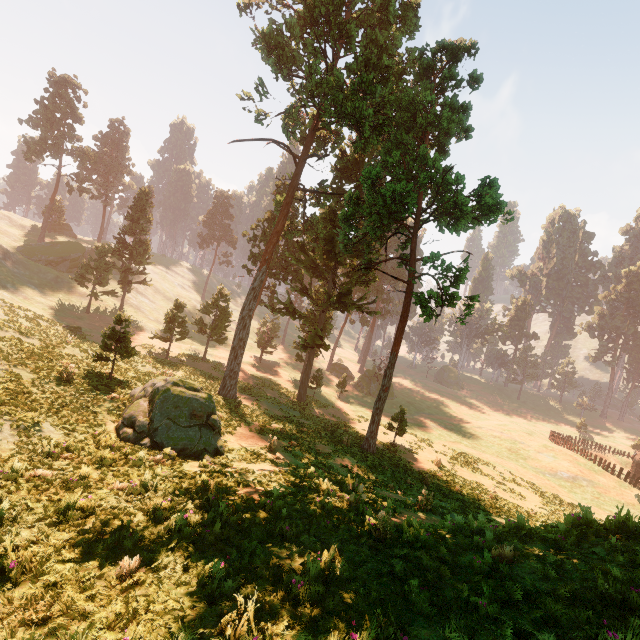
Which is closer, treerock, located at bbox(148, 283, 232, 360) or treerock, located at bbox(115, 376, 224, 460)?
treerock, located at bbox(115, 376, 224, 460)

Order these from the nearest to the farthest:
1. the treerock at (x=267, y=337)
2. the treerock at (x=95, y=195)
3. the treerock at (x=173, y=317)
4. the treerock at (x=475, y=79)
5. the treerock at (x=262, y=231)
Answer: Answer: the treerock at (x=262, y=231) → the treerock at (x=475, y=79) → the treerock at (x=173, y=317) → the treerock at (x=95, y=195) → the treerock at (x=267, y=337)

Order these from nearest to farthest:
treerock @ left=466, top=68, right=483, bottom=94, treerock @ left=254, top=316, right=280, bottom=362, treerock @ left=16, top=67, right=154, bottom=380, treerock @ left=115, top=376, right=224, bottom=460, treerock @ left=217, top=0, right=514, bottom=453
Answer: treerock @ left=115, top=376, right=224, bottom=460 < treerock @ left=217, top=0, right=514, bottom=453 < treerock @ left=466, top=68, right=483, bottom=94 < treerock @ left=16, top=67, right=154, bottom=380 < treerock @ left=254, top=316, right=280, bottom=362

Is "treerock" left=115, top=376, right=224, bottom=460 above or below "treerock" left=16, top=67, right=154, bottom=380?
below

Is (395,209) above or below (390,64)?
below

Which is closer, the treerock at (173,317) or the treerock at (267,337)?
the treerock at (173,317)
